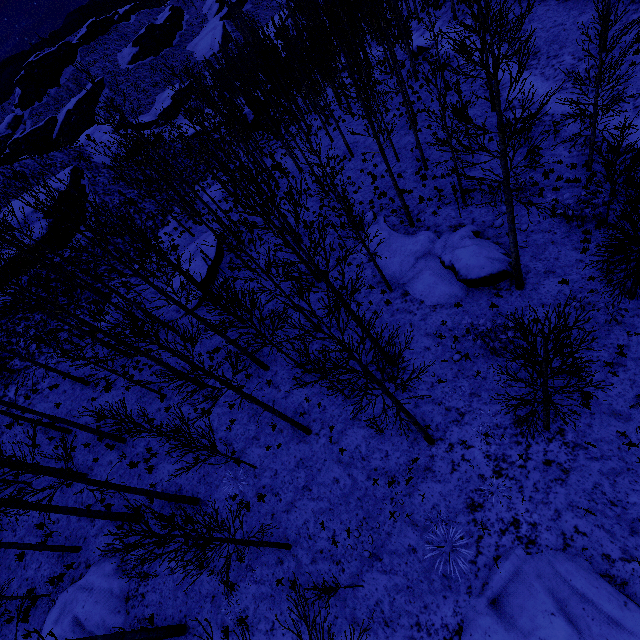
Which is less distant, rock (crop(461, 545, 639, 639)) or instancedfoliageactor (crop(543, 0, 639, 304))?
rock (crop(461, 545, 639, 639))

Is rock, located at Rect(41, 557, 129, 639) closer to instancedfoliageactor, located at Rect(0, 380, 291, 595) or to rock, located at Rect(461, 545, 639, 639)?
instancedfoliageactor, located at Rect(0, 380, 291, 595)

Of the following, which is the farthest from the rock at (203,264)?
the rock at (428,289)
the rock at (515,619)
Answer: the rock at (515,619)

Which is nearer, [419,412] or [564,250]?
[419,412]

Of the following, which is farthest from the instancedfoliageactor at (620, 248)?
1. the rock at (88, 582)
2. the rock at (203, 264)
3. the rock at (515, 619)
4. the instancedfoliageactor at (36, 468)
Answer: the rock at (88, 582)

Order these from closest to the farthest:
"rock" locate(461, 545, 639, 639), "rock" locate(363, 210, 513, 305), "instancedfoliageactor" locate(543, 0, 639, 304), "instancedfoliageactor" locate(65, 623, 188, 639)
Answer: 1. "rock" locate(461, 545, 639, 639)
2. "instancedfoliageactor" locate(65, 623, 188, 639)
3. "instancedfoliageactor" locate(543, 0, 639, 304)
4. "rock" locate(363, 210, 513, 305)

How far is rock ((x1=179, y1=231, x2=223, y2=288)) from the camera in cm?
1988

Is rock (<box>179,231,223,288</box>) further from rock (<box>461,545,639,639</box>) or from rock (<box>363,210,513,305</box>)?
rock (<box>461,545,639,639</box>)
